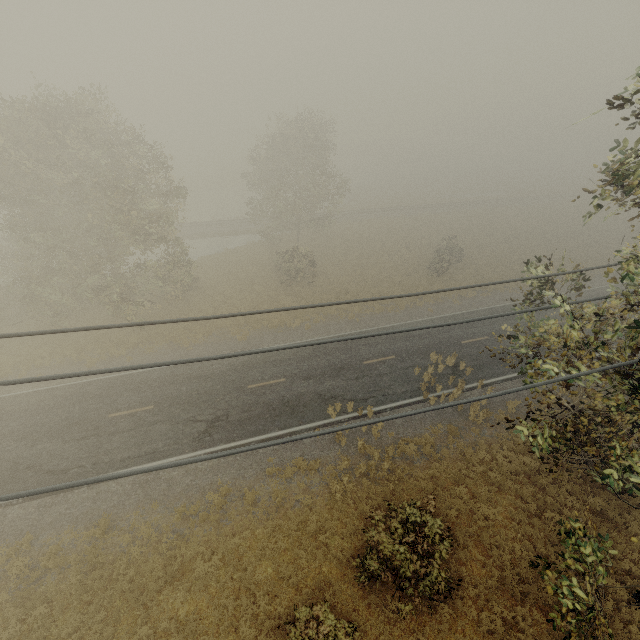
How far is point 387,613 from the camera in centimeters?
1049cm
